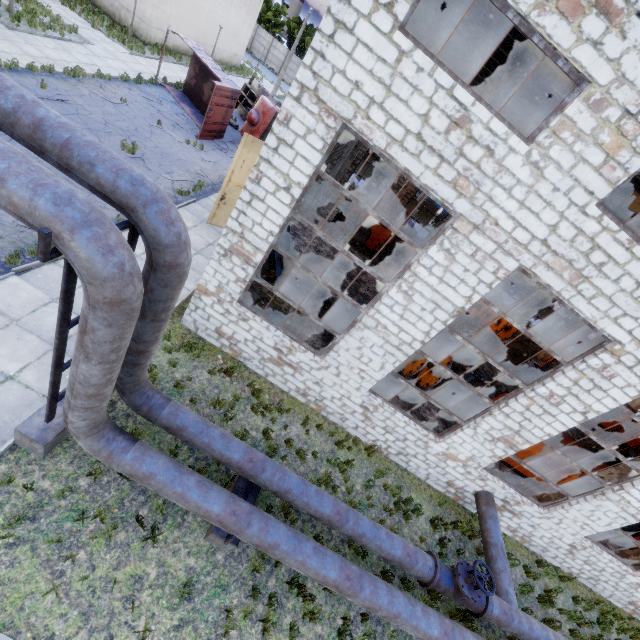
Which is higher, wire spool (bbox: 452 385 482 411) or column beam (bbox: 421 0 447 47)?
column beam (bbox: 421 0 447 47)

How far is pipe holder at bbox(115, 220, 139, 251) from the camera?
4.1m

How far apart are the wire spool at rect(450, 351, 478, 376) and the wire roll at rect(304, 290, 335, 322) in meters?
6.2 m

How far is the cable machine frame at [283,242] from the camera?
11.4 meters

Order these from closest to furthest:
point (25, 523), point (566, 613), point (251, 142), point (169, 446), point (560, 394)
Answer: Result: point (25, 523) < point (169, 446) < point (560, 394) < point (566, 613) < point (251, 142)

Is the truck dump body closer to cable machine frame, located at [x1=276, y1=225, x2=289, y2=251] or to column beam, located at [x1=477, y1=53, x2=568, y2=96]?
cable machine frame, located at [x1=276, y1=225, x2=289, y2=251]

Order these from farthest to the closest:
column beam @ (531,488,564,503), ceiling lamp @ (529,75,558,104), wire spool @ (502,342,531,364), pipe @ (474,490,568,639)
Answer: wire spool @ (502,342,531,364) < column beam @ (531,488,564,503) < ceiling lamp @ (529,75,558,104) < pipe @ (474,490,568,639)

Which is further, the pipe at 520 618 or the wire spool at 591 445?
the wire spool at 591 445
